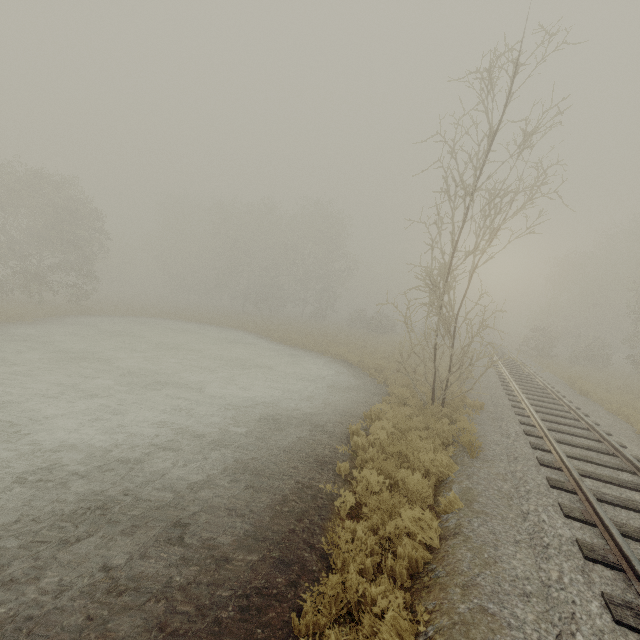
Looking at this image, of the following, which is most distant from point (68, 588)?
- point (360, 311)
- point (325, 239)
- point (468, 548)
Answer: point (325, 239)
